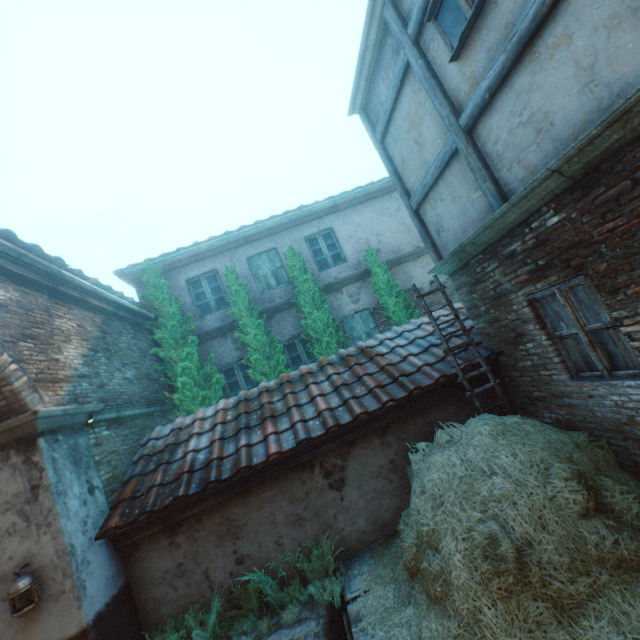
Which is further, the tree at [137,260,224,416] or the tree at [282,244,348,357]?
the tree at [282,244,348,357]

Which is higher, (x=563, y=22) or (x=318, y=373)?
(x=563, y=22)

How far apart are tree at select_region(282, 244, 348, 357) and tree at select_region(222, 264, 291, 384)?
0.7 meters

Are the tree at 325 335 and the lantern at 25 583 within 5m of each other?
no

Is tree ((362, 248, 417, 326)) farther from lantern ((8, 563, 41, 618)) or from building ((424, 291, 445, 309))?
lantern ((8, 563, 41, 618))

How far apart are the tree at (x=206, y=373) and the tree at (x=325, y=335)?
2.4m

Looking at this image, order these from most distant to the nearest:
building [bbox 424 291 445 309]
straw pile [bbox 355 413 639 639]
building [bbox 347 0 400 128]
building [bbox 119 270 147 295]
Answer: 1. building [bbox 424 291 445 309]
2. building [bbox 119 270 147 295]
3. building [bbox 347 0 400 128]
4. straw pile [bbox 355 413 639 639]

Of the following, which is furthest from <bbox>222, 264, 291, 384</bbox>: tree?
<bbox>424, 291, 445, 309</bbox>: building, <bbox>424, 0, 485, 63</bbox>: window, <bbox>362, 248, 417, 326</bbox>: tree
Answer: <bbox>424, 0, 485, 63</bbox>: window
